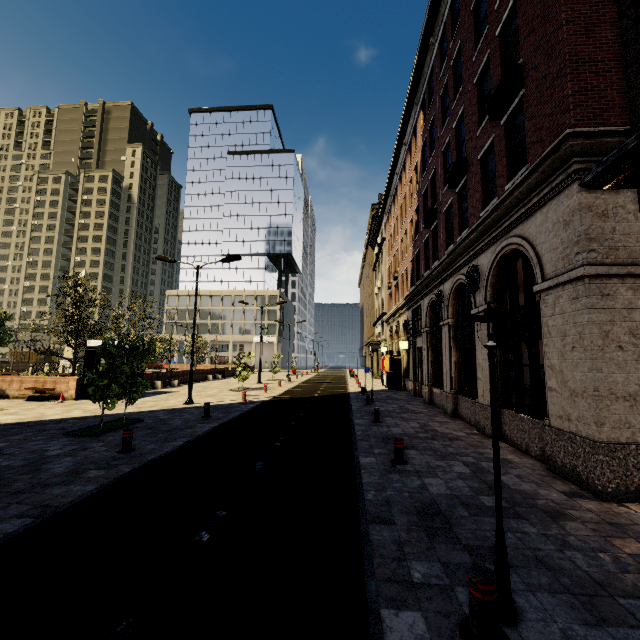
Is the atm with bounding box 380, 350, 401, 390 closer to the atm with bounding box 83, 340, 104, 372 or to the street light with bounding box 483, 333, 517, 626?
the atm with bounding box 83, 340, 104, 372

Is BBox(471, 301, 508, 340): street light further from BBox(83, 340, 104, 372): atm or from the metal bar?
BBox(83, 340, 104, 372): atm

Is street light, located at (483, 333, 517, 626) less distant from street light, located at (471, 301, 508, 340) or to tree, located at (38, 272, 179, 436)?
street light, located at (471, 301, 508, 340)

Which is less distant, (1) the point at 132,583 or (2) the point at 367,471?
(1) the point at 132,583

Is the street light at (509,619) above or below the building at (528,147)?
below

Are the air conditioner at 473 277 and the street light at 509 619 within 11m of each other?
yes

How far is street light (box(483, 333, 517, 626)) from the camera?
3.1m

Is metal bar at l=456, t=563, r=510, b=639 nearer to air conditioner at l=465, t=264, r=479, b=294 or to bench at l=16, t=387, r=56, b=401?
air conditioner at l=465, t=264, r=479, b=294
